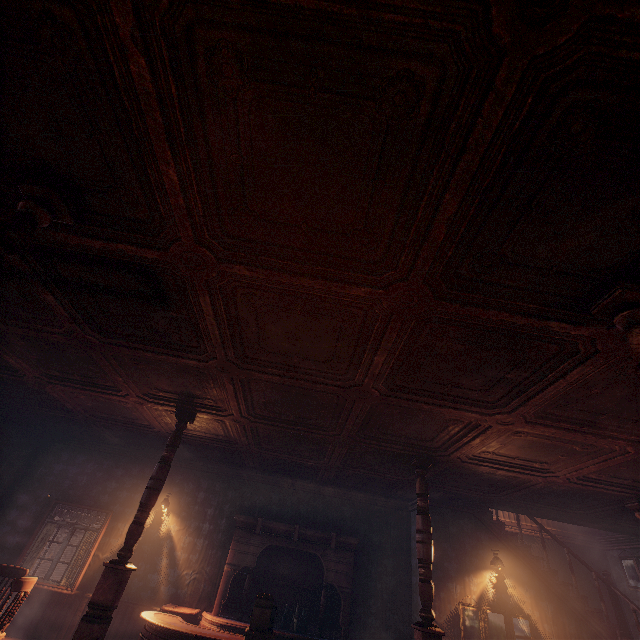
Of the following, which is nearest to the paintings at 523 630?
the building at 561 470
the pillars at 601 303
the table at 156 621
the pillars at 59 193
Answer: the building at 561 470

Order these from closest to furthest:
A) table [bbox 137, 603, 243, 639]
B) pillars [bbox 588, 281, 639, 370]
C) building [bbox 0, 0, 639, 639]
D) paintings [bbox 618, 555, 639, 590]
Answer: building [bbox 0, 0, 639, 639]
pillars [bbox 588, 281, 639, 370]
table [bbox 137, 603, 243, 639]
paintings [bbox 618, 555, 639, 590]

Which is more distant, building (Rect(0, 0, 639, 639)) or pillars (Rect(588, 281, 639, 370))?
pillars (Rect(588, 281, 639, 370))

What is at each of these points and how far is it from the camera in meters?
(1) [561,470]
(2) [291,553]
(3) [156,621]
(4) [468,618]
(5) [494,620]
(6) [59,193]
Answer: (1) building, 5.3
(2) bar shelf, 8.0
(3) table, 5.3
(4) paintings, 6.6
(5) paintings, 6.6
(6) pillars, 2.4

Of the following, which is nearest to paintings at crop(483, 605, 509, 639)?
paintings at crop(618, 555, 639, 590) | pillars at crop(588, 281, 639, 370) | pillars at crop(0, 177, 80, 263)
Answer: paintings at crop(618, 555, 639, 590)

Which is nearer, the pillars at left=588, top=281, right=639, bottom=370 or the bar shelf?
the pillars at left=588, top=281, right=639, bottom=370

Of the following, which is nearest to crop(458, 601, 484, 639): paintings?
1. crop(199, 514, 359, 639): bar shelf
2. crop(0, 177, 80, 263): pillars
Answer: crop(199, 514, 359, 639): bar shelf

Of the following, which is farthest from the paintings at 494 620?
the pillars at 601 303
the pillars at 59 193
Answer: the pillars at 59 193
